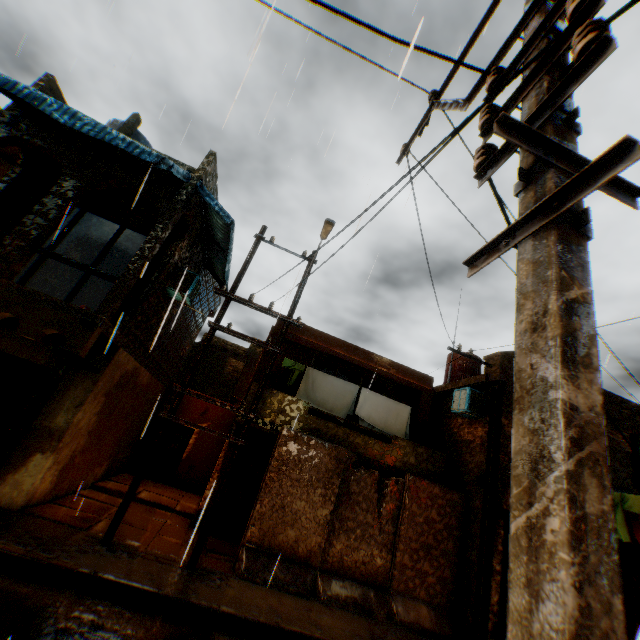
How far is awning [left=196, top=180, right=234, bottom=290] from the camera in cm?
881

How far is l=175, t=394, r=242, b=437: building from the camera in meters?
15.3

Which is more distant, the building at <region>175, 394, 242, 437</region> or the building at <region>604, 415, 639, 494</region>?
the building at <region>175, 394, 242, 437</region>

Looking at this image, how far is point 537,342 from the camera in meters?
1.1

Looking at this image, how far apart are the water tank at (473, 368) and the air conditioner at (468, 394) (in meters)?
4.41

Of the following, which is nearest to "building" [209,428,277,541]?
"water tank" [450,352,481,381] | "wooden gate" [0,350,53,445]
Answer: "wooden gate" [0,350,53,445]

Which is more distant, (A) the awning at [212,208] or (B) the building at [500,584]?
(A) the awning at [212,208]

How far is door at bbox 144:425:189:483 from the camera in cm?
1423
